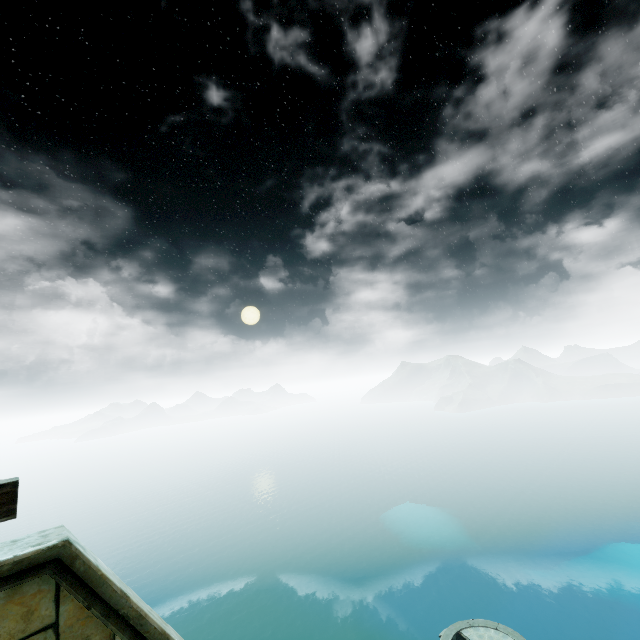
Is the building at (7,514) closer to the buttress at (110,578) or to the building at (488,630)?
the buttress at (110,578)

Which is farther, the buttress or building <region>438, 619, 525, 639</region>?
building <region>438, 619, 525, 639</region>

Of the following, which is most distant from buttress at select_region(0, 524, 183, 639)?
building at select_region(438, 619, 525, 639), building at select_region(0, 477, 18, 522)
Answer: building at select_region(438, 619, 525, 639)

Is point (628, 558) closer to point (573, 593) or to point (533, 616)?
point (573, 593)

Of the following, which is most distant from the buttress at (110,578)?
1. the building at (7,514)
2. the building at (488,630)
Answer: the building at (488,630)

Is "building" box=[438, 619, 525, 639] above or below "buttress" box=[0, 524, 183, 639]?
below

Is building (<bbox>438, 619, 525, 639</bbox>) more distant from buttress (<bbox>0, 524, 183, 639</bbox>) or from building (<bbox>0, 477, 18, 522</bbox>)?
building (<bbox>0, 477, 18, 522</bbox>)
